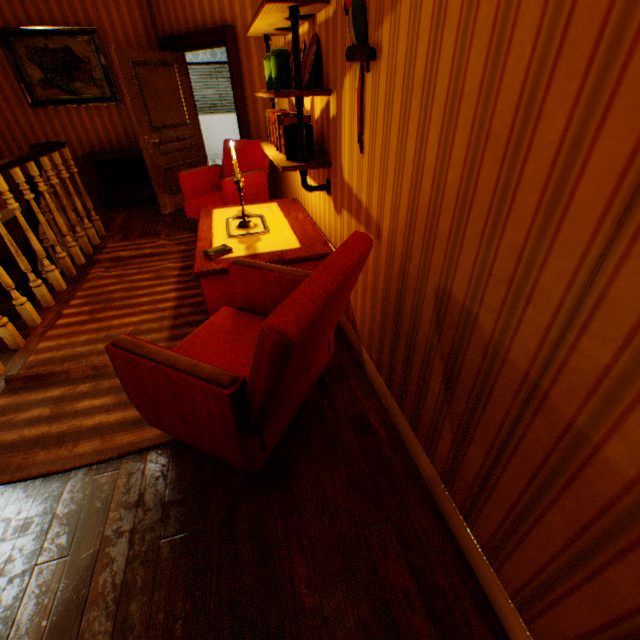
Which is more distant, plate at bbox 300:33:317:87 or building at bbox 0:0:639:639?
plate at bbox 300:33:317:87

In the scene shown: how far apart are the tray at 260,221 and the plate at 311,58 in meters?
1.1

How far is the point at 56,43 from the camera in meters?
5.0 m

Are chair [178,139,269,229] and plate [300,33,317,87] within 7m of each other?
yes

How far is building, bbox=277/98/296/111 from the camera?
3.1m

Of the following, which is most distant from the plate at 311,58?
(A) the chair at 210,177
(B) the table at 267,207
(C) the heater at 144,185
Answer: (C) the heater at 144,185

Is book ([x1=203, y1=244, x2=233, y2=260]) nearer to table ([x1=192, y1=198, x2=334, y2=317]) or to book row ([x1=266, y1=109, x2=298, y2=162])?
table ([x1=192, y1=198, x2=334, y2=317])

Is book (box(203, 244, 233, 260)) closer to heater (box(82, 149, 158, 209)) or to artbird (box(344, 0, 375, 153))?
artbird (box(344, 0, 375, 153))
